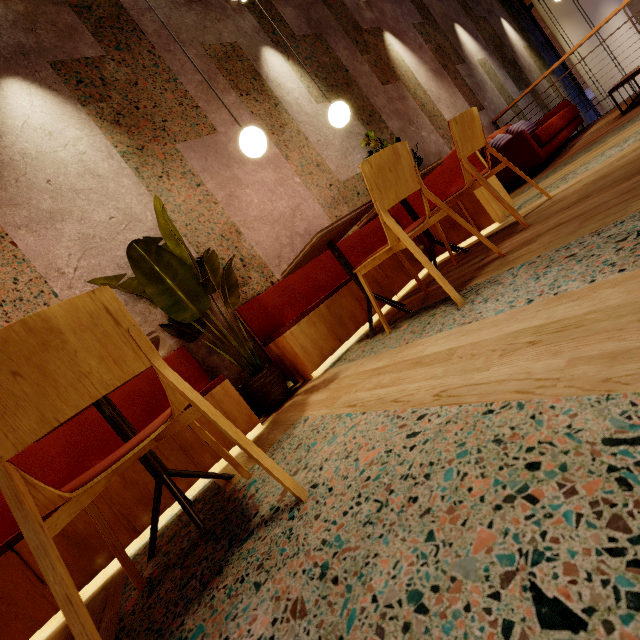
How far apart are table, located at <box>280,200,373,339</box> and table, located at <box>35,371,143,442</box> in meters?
1.0

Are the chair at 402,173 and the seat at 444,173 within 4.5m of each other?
yes

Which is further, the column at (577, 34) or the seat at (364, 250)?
the column at (577, 34)

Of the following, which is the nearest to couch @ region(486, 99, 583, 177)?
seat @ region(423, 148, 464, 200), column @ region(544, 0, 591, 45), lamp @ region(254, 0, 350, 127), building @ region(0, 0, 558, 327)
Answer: building @ region(0, 0, 558, 327)

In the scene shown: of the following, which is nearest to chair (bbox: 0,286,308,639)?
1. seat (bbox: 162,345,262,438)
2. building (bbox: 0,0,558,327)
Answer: building (bbox: 0,0,558,327)

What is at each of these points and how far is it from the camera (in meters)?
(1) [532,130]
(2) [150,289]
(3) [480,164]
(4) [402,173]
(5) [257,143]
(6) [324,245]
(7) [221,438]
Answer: (1) couch, 5.23
(2) tree, 2.01
(3) seat, 2.98
(4) chair, 1.71
(5) lamp, 2.21
(6) table, 2.32
(7) seat, 1.97

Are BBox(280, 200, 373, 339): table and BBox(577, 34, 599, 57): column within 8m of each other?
no

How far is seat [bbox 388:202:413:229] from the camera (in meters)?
3.78
